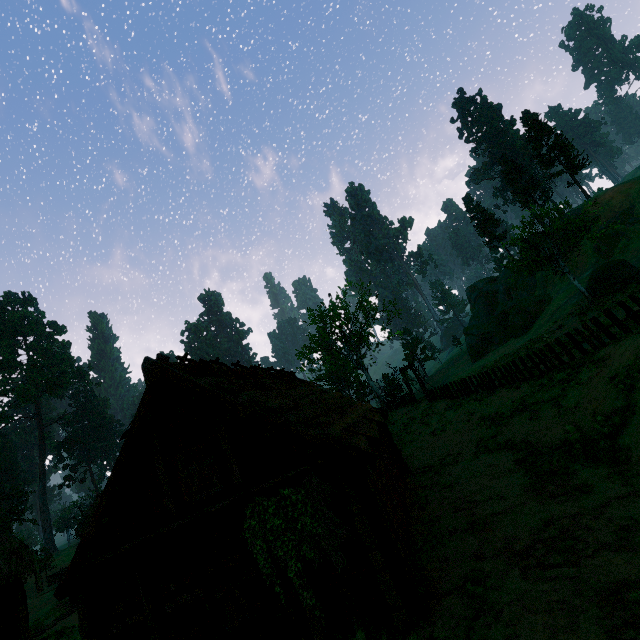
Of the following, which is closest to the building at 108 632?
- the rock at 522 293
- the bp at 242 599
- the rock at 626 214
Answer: the bp at 242 599

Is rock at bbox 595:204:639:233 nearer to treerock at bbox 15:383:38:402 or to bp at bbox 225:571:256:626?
treerock at bbox 15:383:38:402

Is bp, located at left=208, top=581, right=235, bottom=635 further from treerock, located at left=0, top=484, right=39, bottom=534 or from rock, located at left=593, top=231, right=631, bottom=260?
rock, located at left=593, top=231, right=631, bottom=260

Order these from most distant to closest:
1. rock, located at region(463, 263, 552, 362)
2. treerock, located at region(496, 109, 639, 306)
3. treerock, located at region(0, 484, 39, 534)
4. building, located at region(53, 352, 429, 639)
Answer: rock, located at region(463, 263, 552, 362), treerock, located at region(0, 484, 39, 534), treerock, located at region(496, 109, 639, 306), building, located at region(53, 352, 429, 639)

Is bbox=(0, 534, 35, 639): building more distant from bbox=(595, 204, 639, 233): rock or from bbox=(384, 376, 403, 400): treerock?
bbox=(595, 204, 639, 233): rock

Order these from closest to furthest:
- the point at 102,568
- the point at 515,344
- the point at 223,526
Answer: the point at 223,526 < the point at 102,568 < the point at 515,344

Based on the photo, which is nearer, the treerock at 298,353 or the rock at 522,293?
the treerock at 298,353
